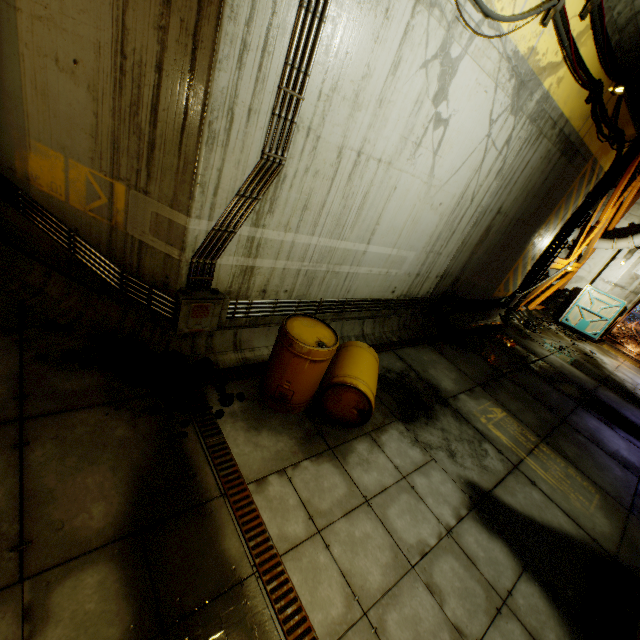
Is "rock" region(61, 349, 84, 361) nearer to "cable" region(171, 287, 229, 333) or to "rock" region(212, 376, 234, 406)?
"cable" region(171, 287, 229, 333)

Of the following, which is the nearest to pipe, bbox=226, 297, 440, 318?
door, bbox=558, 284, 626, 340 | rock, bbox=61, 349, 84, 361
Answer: rock, bbox=61, 349, 84, 361

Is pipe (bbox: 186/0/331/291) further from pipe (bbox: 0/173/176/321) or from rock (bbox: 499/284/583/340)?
rock (bbox: 499/284/583/340)

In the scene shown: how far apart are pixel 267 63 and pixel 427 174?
3.2 meters

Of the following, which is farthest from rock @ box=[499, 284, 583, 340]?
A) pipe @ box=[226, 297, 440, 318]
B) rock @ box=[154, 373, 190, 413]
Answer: rock @ box=[154, 373, 190, 413]

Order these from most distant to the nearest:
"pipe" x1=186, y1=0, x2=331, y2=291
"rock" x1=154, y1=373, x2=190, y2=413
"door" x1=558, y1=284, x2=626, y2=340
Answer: "door" x1=558, y1=284, x2=626, y2=340 → "rock" x1=154, y1=373, x2=190, y2=413 → "pipe" x1=186, y1=0, x2=331, y2=291

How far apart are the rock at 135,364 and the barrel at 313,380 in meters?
0.7 m

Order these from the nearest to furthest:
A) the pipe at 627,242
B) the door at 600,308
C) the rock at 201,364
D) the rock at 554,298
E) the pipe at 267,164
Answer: the pipe at 267,164
the rock at 201,364
the rock at 554,298
the pipe at 627,242
the door at 600,308
